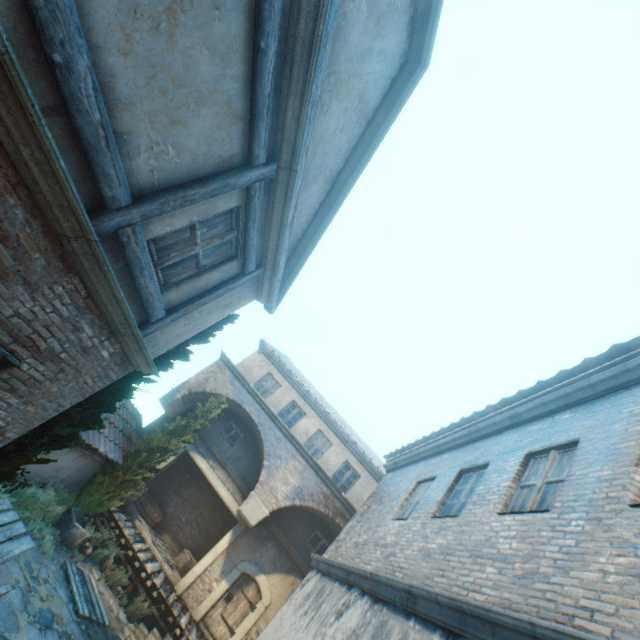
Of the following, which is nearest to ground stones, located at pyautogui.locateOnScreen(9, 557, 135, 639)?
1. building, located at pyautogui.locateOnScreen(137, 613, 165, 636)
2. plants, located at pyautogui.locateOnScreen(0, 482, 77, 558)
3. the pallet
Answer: the pallet

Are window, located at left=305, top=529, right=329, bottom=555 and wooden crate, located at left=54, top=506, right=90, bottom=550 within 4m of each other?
no

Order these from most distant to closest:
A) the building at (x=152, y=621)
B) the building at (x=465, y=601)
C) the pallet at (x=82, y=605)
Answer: the building at (x=152, y=621), the pallet at (x=82, y=605), the building at (x=465, y=601)

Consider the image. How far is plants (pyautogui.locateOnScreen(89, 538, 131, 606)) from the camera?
10.0m

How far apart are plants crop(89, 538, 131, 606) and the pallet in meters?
0.8 m

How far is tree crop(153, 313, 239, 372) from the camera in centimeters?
621cm

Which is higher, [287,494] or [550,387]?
[550,387]

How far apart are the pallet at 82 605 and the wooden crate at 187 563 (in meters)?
5.20
